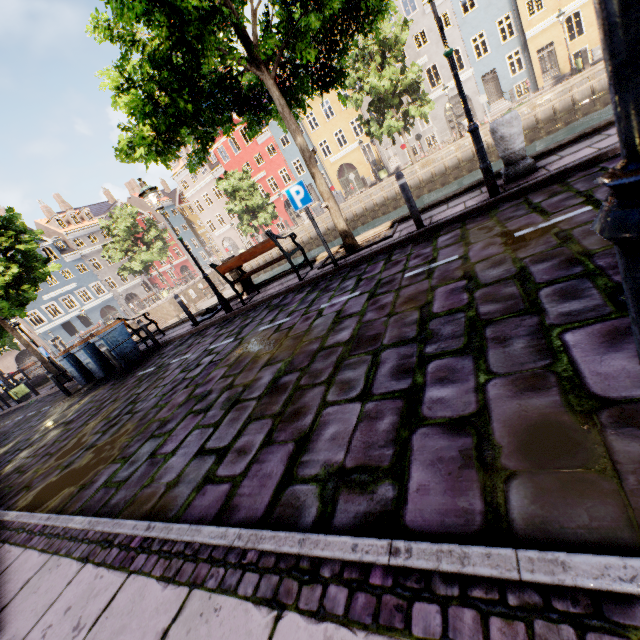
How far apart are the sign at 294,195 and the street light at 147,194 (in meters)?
3.41

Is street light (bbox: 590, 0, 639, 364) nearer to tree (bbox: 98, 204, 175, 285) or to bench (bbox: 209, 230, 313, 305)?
tree (bbox: 98, 204, 175, 285)

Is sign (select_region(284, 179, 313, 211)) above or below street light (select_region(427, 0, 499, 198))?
above

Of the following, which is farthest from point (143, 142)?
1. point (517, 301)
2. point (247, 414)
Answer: point (517, 301)

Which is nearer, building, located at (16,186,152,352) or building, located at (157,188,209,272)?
building, located at (16,186,152,352)

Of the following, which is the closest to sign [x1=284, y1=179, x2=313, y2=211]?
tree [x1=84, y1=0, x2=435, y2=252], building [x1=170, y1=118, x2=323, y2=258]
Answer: tree [x1=84, y1=0, x2=435, y2=252]

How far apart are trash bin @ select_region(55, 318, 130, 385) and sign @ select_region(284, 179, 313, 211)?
8.39m

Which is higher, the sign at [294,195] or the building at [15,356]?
the building at [15,356]
